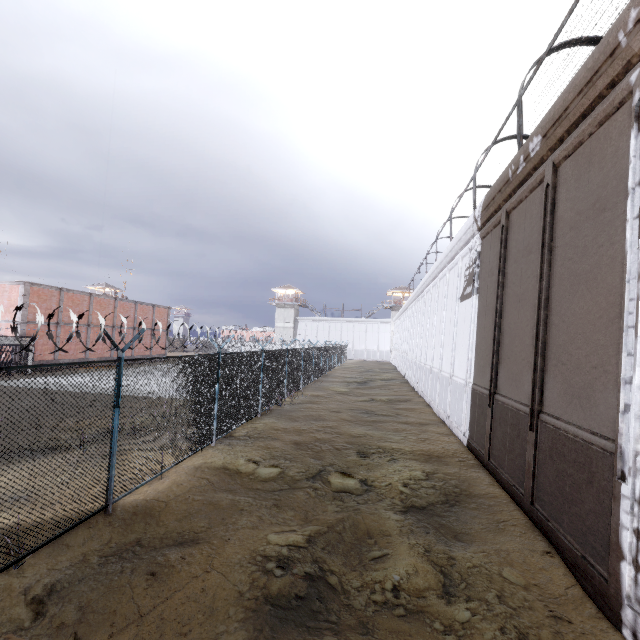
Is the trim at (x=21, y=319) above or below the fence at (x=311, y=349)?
above

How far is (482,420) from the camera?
9.77m

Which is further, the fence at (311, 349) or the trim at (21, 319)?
the trim at (21, 319)

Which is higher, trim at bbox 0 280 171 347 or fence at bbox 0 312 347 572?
trim at bbox 0 280 171 347

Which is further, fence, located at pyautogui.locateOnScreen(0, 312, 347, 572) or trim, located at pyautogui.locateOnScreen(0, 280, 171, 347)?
trim, located at pyautogui.locateOnScreen(0, 280, 171, 347)
